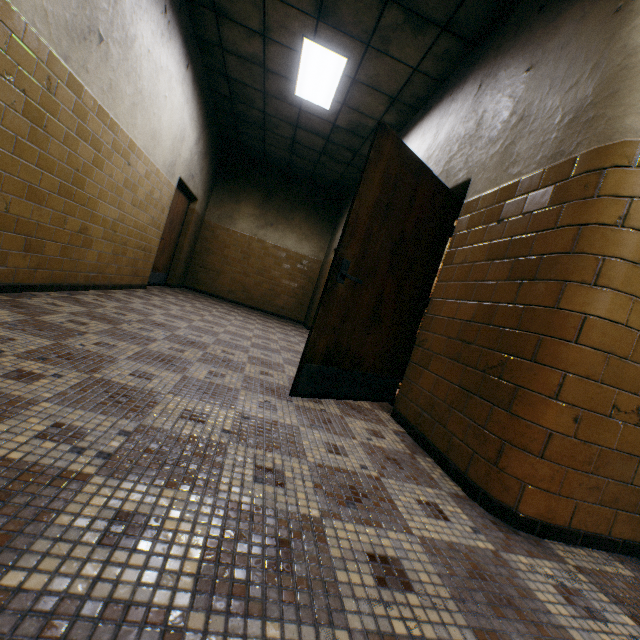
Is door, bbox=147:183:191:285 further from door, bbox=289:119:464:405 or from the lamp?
door, bbox=289:119:464:405

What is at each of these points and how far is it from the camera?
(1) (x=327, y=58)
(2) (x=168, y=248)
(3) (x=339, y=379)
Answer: (1) lamp, 4.41m
(2) door, 7.15m
(3) door, 2.67m

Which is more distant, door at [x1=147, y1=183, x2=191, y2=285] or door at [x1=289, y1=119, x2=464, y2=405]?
door at [x1=147, y1=183, x2=191, y2=285]

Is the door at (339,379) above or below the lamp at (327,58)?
below

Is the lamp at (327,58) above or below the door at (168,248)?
above

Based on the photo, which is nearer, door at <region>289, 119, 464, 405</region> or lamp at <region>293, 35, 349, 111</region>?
door at <region>289, 119, 464, 405</region>

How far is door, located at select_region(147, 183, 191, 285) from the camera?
6.6m

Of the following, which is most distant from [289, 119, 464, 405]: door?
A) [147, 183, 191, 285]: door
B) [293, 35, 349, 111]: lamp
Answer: [147, 183, 191, 285]: door
